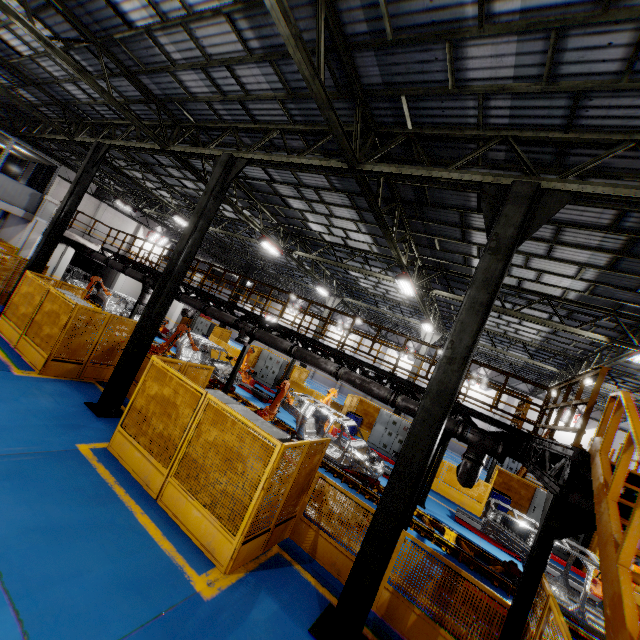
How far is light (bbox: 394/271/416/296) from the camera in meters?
12.4 m

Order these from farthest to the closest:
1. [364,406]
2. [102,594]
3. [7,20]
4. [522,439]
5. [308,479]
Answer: [364,406] → [7,20] → [522,439] → [308,479] → [102,594]

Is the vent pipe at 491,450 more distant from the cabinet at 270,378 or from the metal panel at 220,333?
the cabinet at 270,378

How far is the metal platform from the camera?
11.54m

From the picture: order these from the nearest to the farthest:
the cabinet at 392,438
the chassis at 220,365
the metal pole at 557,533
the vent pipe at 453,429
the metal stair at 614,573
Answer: the metal stair at 614,573 → the metal pole at 557,533 → the vent pipe at 453,429 → the chassis at 220,365 → the cabinet at 392,438

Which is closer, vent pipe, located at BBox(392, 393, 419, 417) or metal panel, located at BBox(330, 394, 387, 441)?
vent pipe, located at BBox(392, 393, 419, 417)

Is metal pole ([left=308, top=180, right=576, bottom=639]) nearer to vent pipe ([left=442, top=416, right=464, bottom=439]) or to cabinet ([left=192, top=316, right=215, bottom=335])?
vent pipe ([left=442, top=416, right=464, bottom=439])
